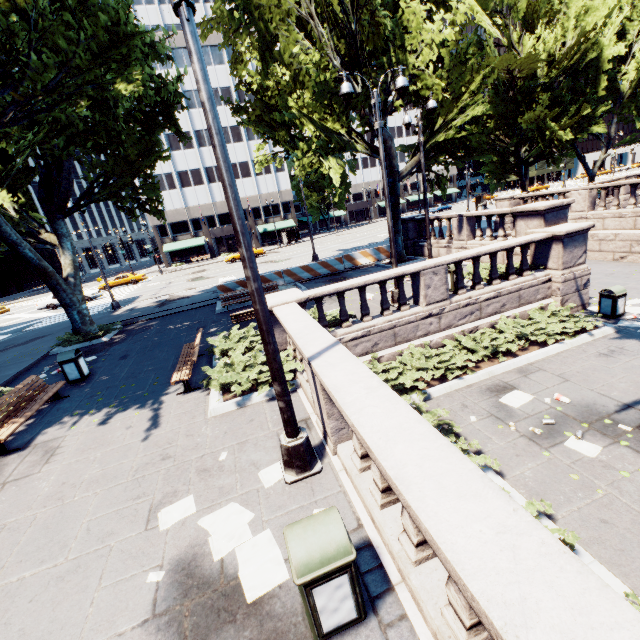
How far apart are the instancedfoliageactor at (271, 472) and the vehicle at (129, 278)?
40.0 meters

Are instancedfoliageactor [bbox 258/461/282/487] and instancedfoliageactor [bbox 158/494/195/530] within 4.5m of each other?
yes

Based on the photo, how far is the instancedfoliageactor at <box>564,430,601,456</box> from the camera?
6.1 meters

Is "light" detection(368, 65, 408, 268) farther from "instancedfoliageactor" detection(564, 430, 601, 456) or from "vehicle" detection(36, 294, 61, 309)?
"vehicle" detection(36, 294, 61, 309)

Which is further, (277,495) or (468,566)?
(277,495)

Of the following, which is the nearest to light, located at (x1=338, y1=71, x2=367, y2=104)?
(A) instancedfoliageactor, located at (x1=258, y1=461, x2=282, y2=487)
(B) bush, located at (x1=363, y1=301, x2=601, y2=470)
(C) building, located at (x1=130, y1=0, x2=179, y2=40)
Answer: (B) bush, located at (x1=363, y1=301, x2=601, y2=470)

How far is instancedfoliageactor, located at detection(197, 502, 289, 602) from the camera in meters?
3.5 m

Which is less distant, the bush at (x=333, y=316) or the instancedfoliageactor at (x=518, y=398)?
the instancedfoliageactor at (x=518, y=398)
